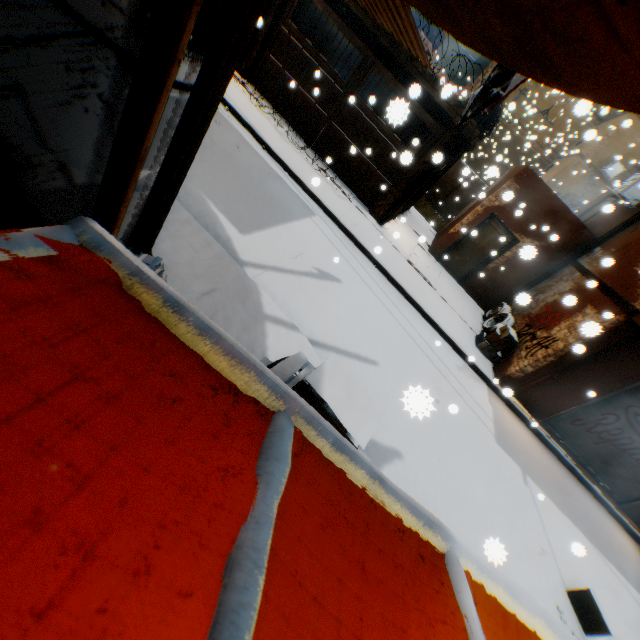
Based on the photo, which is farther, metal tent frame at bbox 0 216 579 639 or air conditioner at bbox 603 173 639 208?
air conditioner at bbox 603 173 639 208

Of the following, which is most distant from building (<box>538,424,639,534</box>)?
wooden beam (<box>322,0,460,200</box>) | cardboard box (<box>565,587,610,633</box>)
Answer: cardboard box (<box>565,587,610,633</box>)

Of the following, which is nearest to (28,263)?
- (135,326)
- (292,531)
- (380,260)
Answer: (135,326)

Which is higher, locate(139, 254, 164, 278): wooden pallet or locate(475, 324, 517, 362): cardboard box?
locate(139, 254, 164, 278): wooden pallet

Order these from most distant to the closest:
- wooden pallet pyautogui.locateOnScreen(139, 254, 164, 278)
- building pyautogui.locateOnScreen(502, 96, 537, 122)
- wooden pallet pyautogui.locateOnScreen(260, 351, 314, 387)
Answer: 1. building pyautogui.locateOnScreen(502, 96, 537, 122)
2. wooden pallet pyautogui.locateOnScreen(260, 351, 314, 387)
3. wooden pallet pyautogui.locateOnScreen(139, 254, 164, 278)

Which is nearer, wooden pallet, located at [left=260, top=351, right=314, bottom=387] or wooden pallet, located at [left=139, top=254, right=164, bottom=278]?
wooden pallet, located at [left=139, top=254, right=164, bottom=278]

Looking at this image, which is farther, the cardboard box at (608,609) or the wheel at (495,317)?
the wheel at (495,317)

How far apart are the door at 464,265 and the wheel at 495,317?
0.4m
